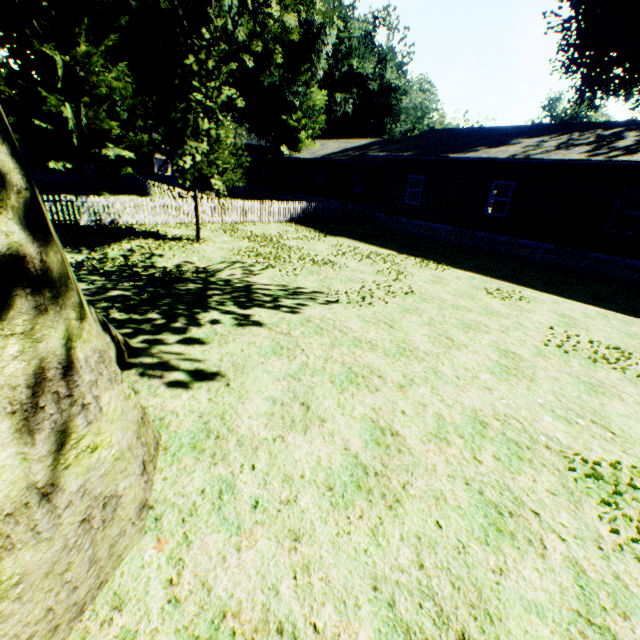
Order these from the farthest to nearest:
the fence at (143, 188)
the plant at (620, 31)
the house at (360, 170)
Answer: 1. the plant at (620, 31)
2. the fence at (143, 188)
3. the house at (360, 170)

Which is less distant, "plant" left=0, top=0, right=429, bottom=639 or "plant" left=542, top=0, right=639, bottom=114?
"plant" left=0, top=0, right=429, bottom=639

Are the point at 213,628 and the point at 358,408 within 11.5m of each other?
yes

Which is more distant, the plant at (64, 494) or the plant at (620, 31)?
the plant at (620, 31)

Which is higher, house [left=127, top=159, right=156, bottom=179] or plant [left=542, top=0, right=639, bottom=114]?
plant [left=542, top=0, right=639, bottom=114]

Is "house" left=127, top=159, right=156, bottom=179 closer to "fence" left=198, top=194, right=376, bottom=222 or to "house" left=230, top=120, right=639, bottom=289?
"fence" left=198, top=194, right=376, bottom=222

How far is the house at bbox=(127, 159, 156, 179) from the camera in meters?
38.9 m

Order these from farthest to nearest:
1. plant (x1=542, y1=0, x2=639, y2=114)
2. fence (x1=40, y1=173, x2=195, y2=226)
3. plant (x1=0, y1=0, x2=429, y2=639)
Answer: plant (x1=542, y1=0, x2=639, y2=114) < fence (x1=40, y1=173, x2=195, y2=226) < plant (x1=0, y1=0, x2=429, y2=639)
